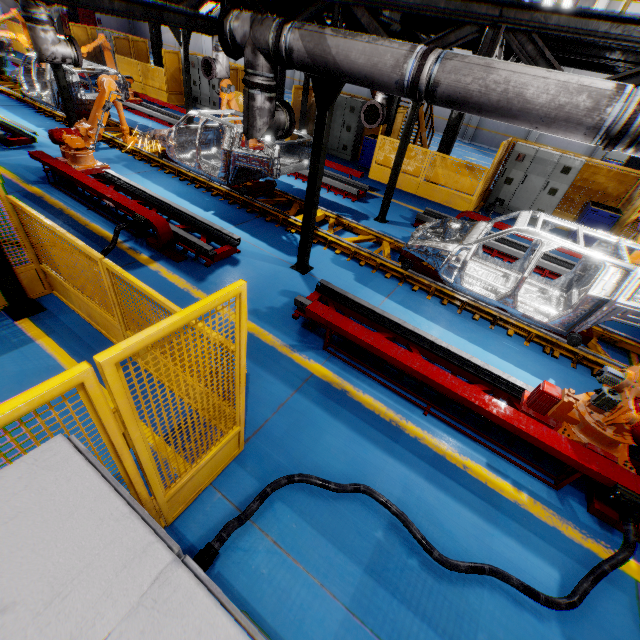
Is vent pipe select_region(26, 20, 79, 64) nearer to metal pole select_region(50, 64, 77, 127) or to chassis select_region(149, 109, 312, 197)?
metal pole select_region(50, 64, 77, 127)

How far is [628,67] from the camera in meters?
4.3

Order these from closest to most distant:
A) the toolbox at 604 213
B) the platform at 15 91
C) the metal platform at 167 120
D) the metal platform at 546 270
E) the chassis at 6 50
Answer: the metal platform at 546 270
the toolbox at 604 213
the platform at 15 91
the metal platform at 167 120
the chassis at 6 50

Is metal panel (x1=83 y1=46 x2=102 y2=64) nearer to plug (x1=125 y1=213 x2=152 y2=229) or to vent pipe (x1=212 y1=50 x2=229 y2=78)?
plug (x1=125 y1=213 x2=152 y2=229)

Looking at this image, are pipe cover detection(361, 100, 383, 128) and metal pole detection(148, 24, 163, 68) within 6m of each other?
no

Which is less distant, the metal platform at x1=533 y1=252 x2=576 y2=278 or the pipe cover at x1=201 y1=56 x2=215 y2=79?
the metal platform at x1=533 y1=252 x2=576 y2=278

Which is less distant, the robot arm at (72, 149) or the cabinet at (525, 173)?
the robot arm at (72, 149)

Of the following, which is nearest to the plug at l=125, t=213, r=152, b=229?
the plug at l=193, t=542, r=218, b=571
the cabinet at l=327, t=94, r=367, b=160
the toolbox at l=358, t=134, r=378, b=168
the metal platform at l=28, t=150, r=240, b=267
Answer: the metal platform at l=28, t=150, r=240, b=267
